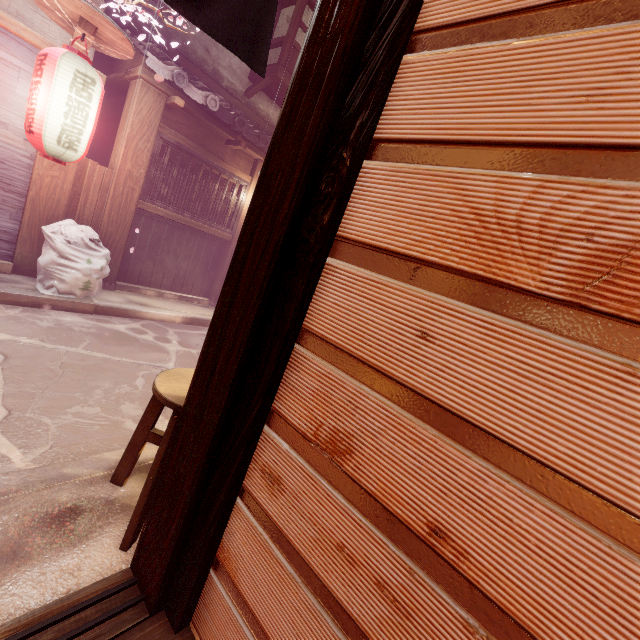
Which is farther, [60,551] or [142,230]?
[142,230]

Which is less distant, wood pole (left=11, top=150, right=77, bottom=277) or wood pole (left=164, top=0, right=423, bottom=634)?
wood pole (left=164, top=0, right=423, bottom=634)

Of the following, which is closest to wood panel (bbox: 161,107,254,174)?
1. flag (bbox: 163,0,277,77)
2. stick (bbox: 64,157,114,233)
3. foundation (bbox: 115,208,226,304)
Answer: stick (bbox: 64,157,114,233)

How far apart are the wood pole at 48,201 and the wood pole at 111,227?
0.8 meters

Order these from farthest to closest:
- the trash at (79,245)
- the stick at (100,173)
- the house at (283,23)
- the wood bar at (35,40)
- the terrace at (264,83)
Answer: → the house at (283,23) → the terrace at (264,83) → the stick at (100,173) → the trash at (79,245) → the wood bar at (35,40)

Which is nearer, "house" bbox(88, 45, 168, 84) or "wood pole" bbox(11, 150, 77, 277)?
"wood pole" bbox(11, 150, 77, 277)

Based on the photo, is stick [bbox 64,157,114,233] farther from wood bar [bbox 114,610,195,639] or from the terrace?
wood bar [bbox 114,610,195,639]

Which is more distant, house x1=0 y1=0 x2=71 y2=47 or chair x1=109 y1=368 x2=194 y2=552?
house x1=0 y1=0 x2=71 y2=47
